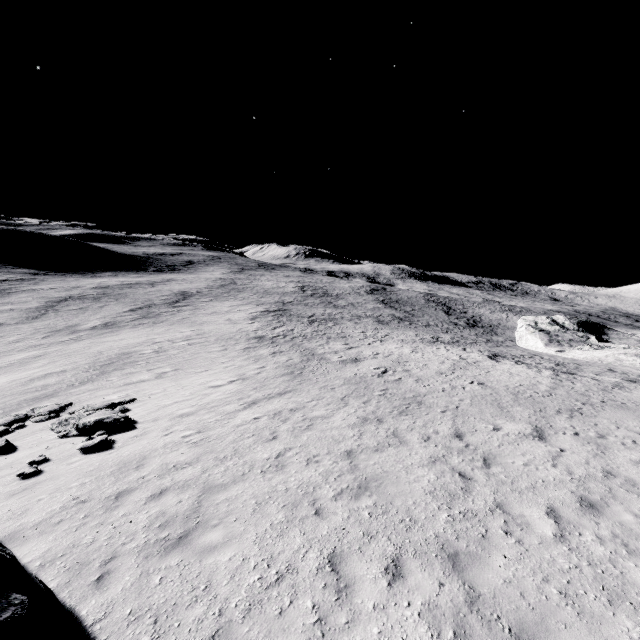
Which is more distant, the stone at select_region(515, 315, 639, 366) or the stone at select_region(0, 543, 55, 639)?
the stone at select_region(515, 315, 639, 366)

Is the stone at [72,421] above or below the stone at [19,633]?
below

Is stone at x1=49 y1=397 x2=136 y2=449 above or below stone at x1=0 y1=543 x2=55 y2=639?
below

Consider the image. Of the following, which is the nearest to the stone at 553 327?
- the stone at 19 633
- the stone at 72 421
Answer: the stone at 19 633

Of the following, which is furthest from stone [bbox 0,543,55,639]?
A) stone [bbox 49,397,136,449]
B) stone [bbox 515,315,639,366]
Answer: stone [bbox 515,315,639,366]

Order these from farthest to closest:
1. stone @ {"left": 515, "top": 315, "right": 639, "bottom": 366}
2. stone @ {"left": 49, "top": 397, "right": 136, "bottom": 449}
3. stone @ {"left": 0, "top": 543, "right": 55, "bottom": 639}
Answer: stone @ {"left": 515, "top": 315, "right": 639, "bottom": 366}
stone @ {"left": 49, "top": 397, "right": 136, "bottom": 449}
stone @ {"left": 0, "top": 543, "right": 55, "bottom": 639}

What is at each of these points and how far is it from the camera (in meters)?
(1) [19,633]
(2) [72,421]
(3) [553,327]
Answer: (1) stone, 3.99
(2) stone, 13.55
(3) stone, 47.34
